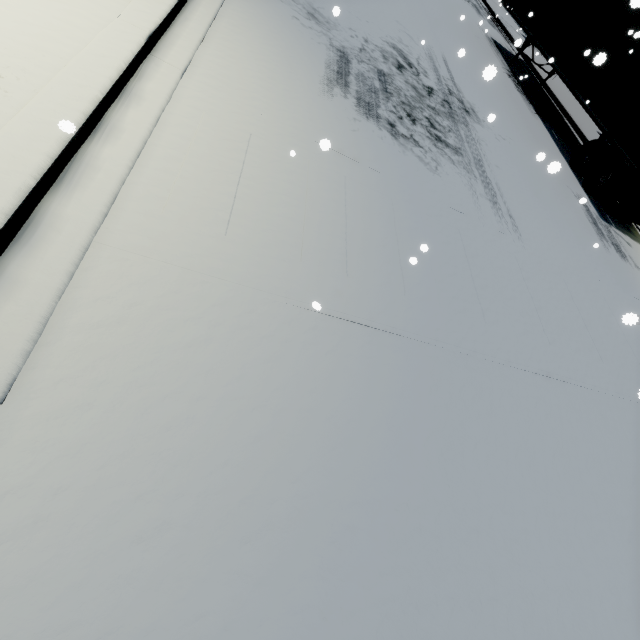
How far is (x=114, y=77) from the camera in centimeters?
318cm
